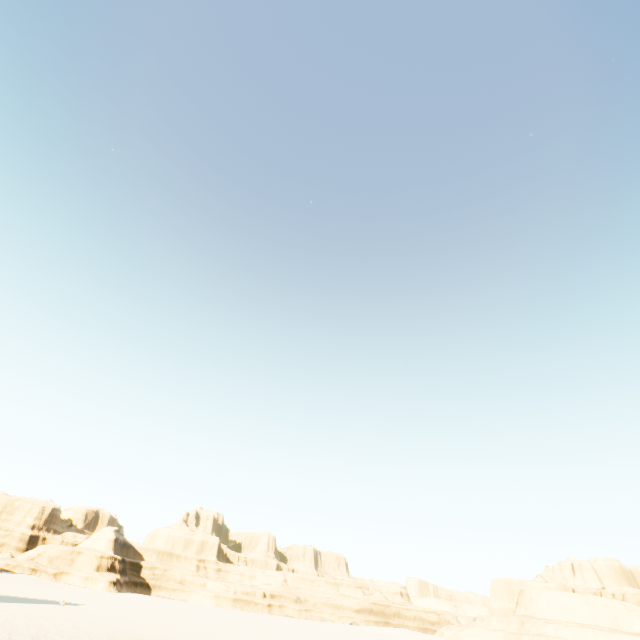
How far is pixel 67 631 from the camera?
16.7m
